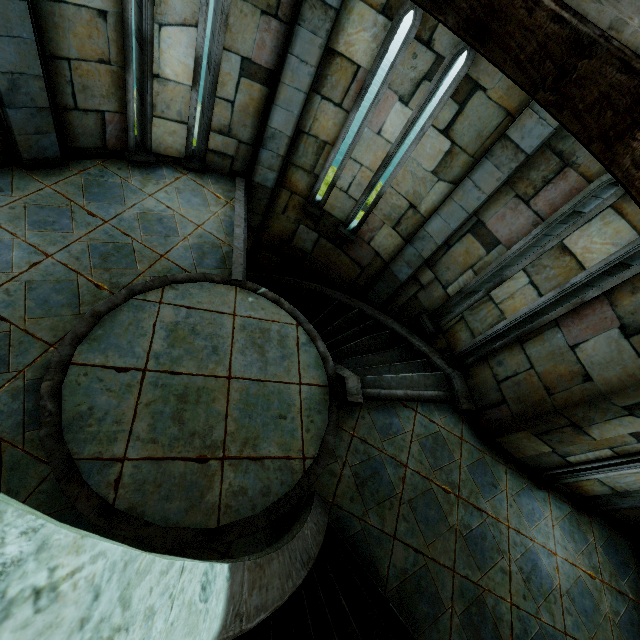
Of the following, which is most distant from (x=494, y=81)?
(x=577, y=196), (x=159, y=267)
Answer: (x=159, y=267)
